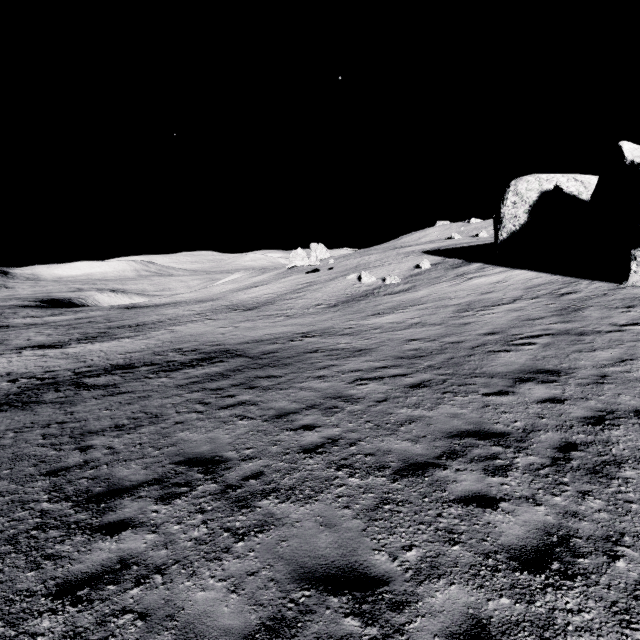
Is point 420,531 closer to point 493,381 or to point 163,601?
point 163,601
